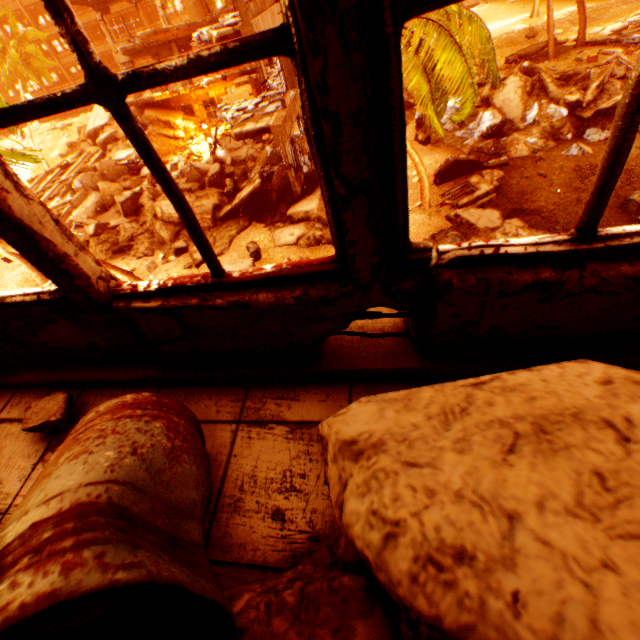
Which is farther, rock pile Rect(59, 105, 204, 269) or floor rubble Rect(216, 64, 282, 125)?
rock pile Rect(59, 105, 204, 269)

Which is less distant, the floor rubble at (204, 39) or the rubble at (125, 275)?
the floor rubble at (204, 39)

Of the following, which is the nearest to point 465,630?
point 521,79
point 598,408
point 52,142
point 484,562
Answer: point 484,562

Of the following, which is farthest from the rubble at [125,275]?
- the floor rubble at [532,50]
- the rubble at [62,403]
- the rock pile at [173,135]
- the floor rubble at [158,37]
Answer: the floor rubble at [158,37]

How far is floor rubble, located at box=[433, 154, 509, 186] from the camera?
13.96m

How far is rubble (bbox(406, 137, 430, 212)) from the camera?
11.8m

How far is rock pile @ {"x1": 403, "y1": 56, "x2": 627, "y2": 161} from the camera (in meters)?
14.85

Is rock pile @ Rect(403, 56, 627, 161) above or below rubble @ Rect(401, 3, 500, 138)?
below
